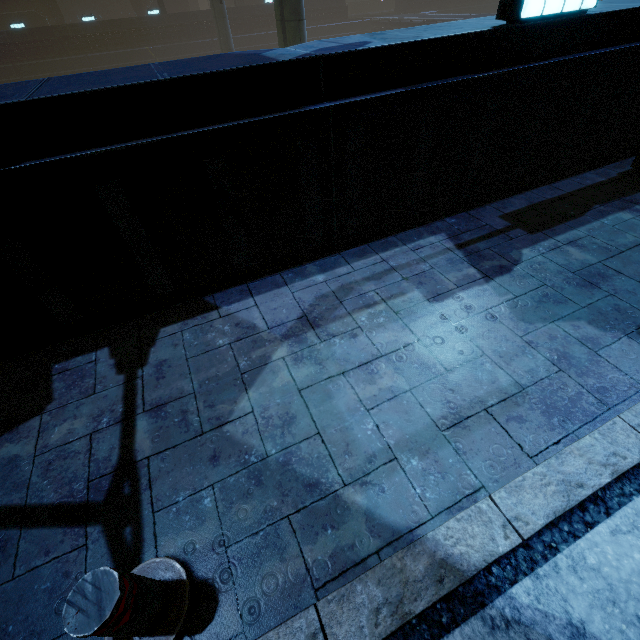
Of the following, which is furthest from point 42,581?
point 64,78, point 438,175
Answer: point 438,175

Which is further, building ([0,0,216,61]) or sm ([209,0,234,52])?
building ([0,0,216,61])

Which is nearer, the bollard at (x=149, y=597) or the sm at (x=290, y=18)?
the bollard at (x=149, y=597)

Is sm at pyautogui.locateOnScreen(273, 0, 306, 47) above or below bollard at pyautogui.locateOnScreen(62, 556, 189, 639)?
above

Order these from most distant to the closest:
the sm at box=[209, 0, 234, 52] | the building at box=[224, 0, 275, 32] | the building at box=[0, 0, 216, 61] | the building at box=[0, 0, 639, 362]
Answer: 1. the building at box=[224, 0, 275, 32]
2. the building at box=[0, 0, 216, 61]
3. the sm at box=[209, 0, 234, 52]
4. the building at box=[0, 0, 639, 362]

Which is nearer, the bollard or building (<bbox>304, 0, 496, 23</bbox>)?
the bollard

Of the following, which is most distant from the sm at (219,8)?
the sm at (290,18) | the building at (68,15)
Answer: the sm at (290,18)

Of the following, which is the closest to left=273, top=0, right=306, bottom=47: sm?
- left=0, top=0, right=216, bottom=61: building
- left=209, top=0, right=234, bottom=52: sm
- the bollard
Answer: left=0, top=0, right=216, bottom=61: building
